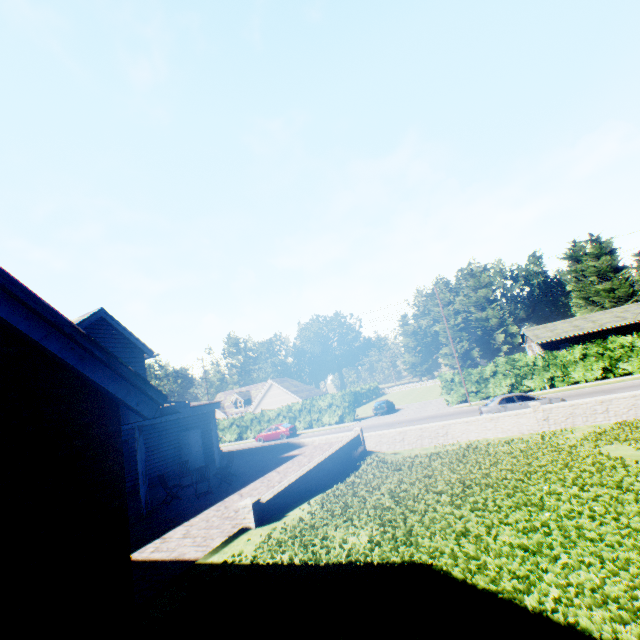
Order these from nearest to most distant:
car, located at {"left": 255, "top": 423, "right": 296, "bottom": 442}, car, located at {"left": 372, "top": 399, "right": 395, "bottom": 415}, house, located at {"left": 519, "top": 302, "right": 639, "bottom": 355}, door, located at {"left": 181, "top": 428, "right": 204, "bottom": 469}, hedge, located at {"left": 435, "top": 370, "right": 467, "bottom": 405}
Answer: door, located at {"left": 181, "top": 428, "right": 204, "bottom": 469}
hedge, located at {"left": 435, "top": 370, "right": 467, "bottom": 405}
car, located at {"left": 255, "top": 423, "right": 296, "bottom": 442}
car, located at {"left": 372, "top": 399, "right": 395, "bottom": 415}
house, located at {"left": 519, "top": 302, "right": 639, "bottom": 355}

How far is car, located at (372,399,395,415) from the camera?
37.1 meters

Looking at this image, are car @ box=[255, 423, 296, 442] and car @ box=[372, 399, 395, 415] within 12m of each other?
yes

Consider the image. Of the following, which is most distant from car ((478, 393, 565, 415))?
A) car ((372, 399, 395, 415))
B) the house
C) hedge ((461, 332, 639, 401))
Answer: the house

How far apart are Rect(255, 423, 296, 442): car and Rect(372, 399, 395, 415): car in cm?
904

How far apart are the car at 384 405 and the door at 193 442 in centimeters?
2251cm

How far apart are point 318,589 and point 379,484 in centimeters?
563cm

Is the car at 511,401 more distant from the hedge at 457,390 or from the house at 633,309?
the house at 633,309
